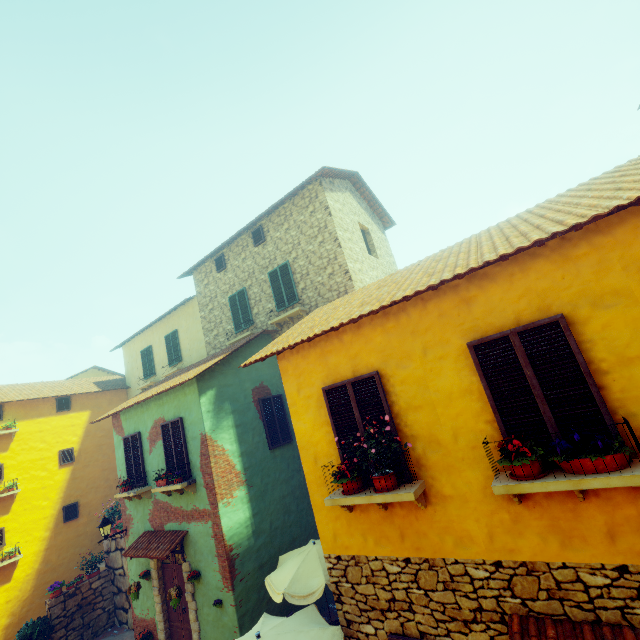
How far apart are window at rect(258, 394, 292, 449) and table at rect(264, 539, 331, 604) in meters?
2.8 m

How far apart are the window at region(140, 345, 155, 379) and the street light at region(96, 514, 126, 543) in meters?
7.4

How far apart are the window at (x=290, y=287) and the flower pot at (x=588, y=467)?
8.9 meters

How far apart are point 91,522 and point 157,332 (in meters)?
9.48

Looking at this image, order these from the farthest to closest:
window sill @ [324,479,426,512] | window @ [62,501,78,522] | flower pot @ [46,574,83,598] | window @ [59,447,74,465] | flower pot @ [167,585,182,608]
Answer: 1. window @ [59,447,74,465]
2. window @ [62,501,78,522]
3. flower pot @ [46,574,83,598]
4. flower pot @ [167,585,182,608]
5. window sill @ [324,479,426,512]

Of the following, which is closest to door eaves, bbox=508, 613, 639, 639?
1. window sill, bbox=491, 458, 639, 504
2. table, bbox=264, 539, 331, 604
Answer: window sill, bbox=491, 458, 639, 504

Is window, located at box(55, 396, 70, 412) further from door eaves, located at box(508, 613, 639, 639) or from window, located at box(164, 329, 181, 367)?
window, located at box(164, 329, 181, 367)

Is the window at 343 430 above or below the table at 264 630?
above
